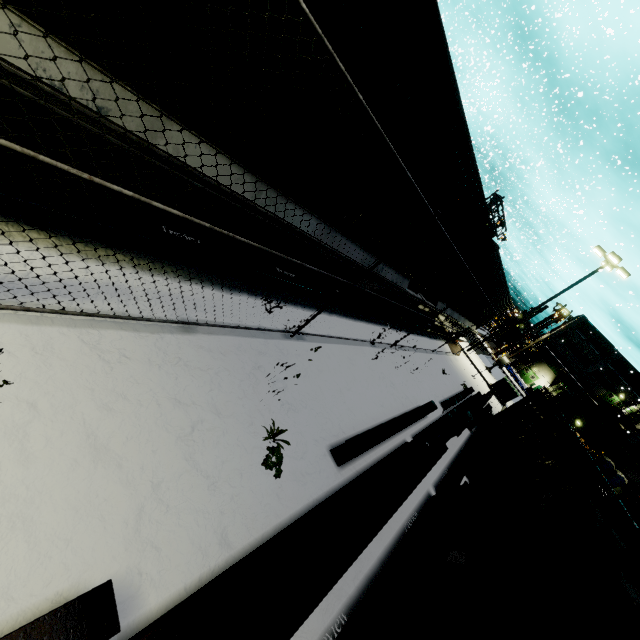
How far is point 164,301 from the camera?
3.9m

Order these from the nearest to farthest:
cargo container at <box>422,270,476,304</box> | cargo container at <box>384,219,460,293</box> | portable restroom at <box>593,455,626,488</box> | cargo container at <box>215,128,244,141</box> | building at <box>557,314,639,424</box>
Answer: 1. cargo container at <box>215,128,244,141</box>
2. cargo container at <box>384,219,460,293</box>
3. cargo container at <box>422,270,476,304</box>
4. portable restroom at <box>593,455,626,488</box>
5. building at <box>557,314,639,424</box>

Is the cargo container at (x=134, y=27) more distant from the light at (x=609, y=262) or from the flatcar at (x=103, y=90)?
the light at (x=609, y=262)

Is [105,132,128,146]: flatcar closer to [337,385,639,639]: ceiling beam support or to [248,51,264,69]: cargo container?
[248,51,264,69]: cargo container

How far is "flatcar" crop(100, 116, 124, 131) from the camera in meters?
2.5 m

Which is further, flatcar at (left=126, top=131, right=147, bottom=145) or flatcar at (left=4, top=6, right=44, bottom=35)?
flatcar at (left=126, top=131, right=147, bottom=145)

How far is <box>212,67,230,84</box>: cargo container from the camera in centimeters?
273cm

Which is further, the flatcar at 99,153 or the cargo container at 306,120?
the cargo container at 306,120
